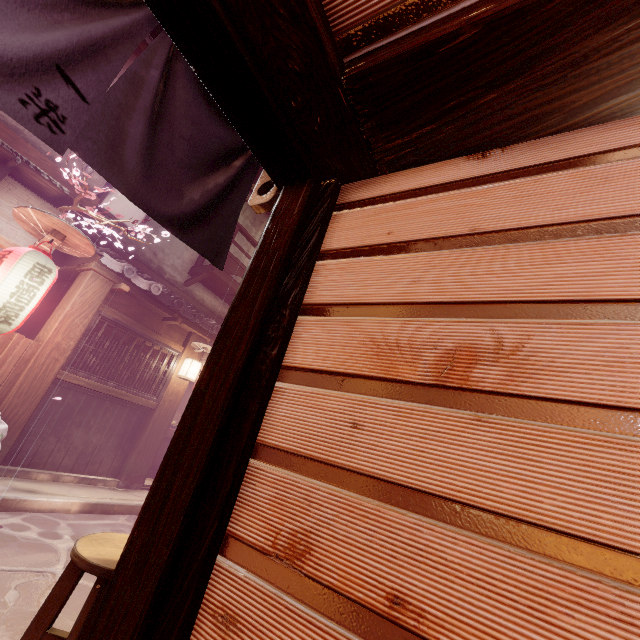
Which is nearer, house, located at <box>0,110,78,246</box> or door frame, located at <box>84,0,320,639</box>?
door frame, located at <box>84,0,320,639</box>

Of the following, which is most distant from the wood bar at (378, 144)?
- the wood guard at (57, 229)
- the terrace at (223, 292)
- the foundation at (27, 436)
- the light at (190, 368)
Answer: the terrace at (223, 292)

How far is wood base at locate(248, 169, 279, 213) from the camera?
3.9m

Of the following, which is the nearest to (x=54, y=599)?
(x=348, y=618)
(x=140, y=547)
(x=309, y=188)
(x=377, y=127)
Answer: (x=140, y=547)

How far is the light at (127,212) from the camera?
10.89m

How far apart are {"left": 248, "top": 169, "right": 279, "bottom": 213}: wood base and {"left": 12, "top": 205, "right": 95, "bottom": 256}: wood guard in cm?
589

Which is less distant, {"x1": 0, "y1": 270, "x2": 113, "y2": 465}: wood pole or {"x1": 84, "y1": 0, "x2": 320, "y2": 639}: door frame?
{"x1": 84, "y1": 0, "x2": 320, "y2": 639}: door frame

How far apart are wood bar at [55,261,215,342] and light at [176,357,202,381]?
1.1m
